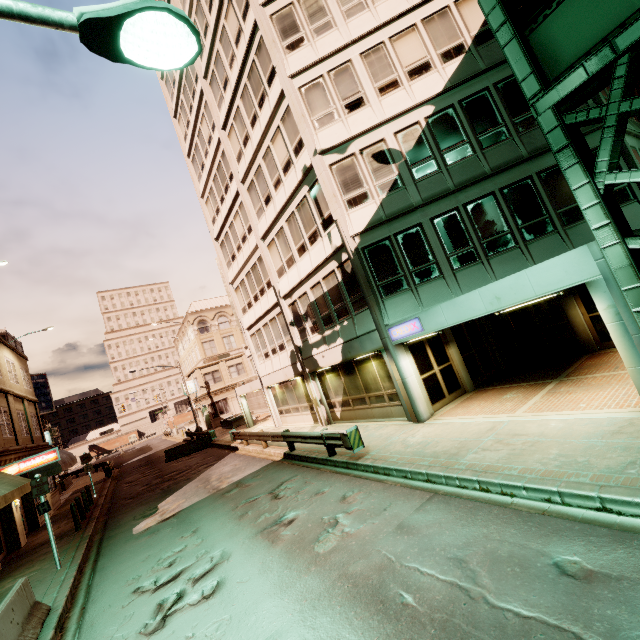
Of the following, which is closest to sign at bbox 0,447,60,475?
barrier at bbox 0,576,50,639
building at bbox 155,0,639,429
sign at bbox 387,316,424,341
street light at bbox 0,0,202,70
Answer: barrier at bbox 0,576,50,639

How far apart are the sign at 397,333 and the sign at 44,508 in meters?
12.9

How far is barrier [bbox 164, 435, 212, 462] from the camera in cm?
2689

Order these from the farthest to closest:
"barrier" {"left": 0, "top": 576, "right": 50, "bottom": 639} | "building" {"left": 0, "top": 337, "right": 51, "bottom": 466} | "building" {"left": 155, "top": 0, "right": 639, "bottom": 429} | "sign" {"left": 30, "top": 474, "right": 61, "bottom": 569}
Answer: "building" {"left": 0, "top": 337, "right": 51, "bottom": 466} → "building" {"left": 155, "top": 0, "right": 639, "bottom": 429} → "sign" {"left": 30, "top": 474, "right": 61, "bottom": 569} → "barrier" {"left": 0, "top": 576, "right": 50, "bottom": 639}

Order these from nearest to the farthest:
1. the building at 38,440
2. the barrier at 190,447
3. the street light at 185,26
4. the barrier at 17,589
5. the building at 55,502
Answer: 1. the street light at 185,26
2. the barrier at 17,589
3. the building at 38,440
4. the building at 55,502
5. the barrier at 190,447

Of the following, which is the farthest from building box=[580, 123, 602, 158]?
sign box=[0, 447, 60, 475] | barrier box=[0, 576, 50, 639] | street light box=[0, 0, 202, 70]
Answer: sign box=[0, 447, 60, 475]

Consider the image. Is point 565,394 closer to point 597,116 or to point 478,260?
point 478,260

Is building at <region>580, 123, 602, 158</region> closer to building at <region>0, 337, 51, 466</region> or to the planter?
the planter
